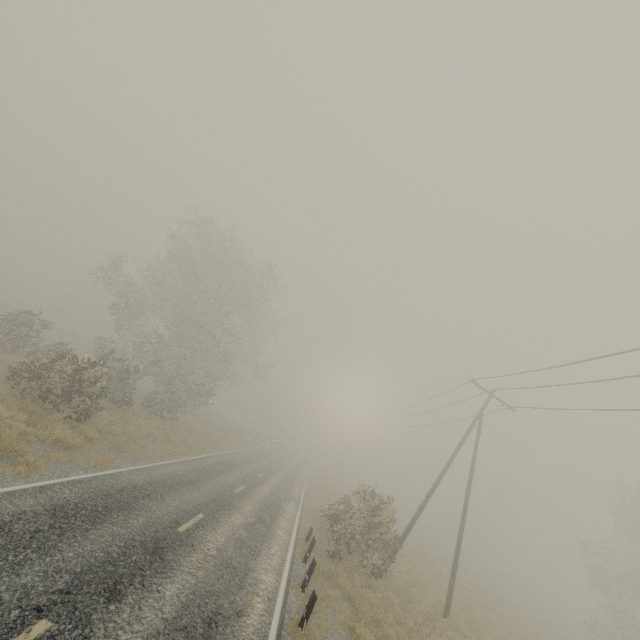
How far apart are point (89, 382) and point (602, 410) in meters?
22.3

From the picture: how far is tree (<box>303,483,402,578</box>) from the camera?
15.47m

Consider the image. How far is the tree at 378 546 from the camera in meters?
15.5 m
